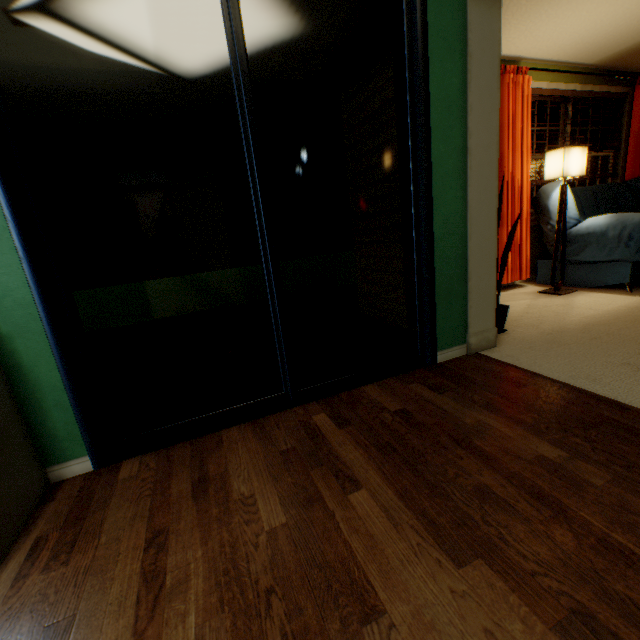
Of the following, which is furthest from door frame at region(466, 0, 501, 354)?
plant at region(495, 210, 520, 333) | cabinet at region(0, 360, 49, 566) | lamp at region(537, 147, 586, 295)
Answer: cabinet at region(0, 360, 49, 566)

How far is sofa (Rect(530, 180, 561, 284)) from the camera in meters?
3.4 m

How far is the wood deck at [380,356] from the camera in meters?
2.3 m

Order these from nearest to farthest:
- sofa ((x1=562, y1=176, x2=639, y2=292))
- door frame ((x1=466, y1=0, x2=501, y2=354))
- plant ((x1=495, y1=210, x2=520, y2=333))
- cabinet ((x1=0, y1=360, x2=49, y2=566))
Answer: cabinet ((x1=0, y1=360, x2=49, y2=566))
door frame ((x1=466, y1=0, x2=501, y2=354))
plant ((x1=495, y1=210, x2=520, y2=333))
sofa ((x1=562, y1=176, x2=639, y2=292))

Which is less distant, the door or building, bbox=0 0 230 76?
the door

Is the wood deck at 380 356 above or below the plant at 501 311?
A: below

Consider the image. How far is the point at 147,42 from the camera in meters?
2.2

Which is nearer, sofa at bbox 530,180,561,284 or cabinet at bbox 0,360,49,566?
cabinet at bbox 0,360,49,566
